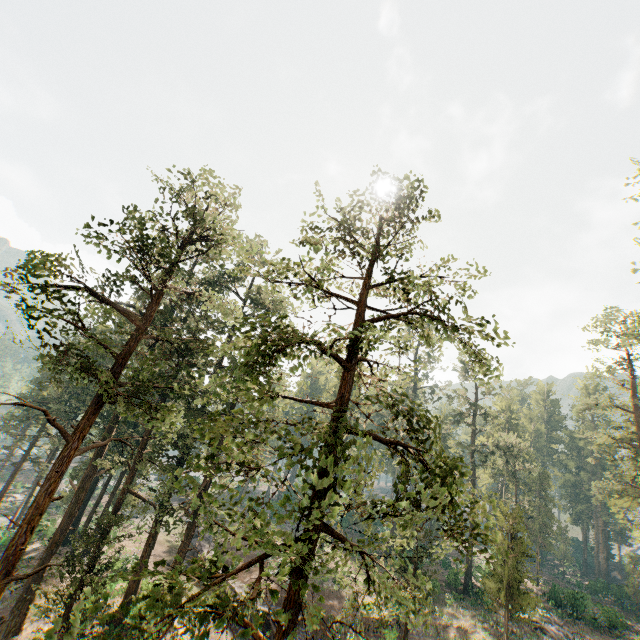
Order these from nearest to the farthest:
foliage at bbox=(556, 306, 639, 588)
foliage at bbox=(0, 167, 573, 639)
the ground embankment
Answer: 1. foliage at bbox=(0, 167, 573, 639)
2. foliage at bbox=(556, 306, 639, 588)
3. the ground embankment

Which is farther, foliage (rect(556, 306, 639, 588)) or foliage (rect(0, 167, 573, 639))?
foliage (rect(556, 306, 639, 588))

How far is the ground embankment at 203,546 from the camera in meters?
35.7

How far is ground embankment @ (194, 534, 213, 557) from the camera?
35.7m

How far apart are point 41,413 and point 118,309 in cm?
2637

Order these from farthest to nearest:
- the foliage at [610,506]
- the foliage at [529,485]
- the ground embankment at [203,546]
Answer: the ground embankment at [203,546] → the foliage at [610,506] → the foliage at [529,485]

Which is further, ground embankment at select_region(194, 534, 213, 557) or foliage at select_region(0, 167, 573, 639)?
ground embankment at select_region(194, 534, 213, 557)
